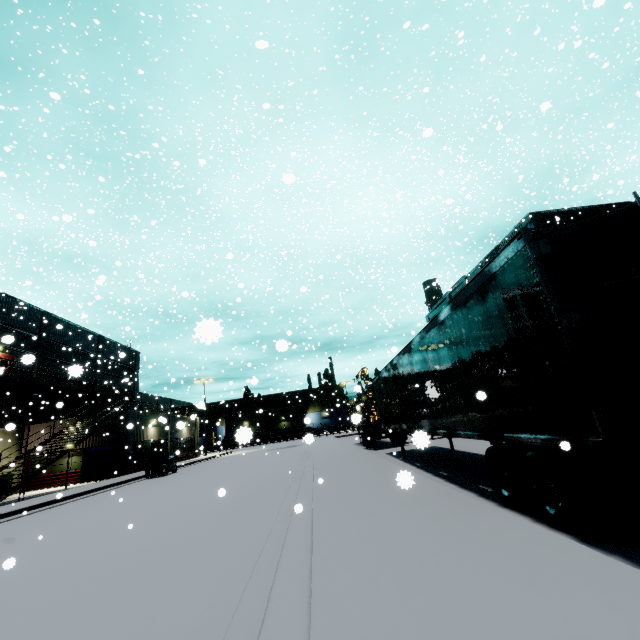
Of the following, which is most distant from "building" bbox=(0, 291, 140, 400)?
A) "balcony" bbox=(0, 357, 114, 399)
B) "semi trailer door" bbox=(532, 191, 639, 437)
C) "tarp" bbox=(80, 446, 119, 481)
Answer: "semi trailer door" bbox=(532, 191, 639, 437)

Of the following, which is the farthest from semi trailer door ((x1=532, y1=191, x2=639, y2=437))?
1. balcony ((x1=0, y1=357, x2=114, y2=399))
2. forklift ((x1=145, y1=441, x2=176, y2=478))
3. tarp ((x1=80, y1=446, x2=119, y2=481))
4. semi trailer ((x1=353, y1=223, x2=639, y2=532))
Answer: tarp ((x1=80, y1=446, x2=119, y2=481))

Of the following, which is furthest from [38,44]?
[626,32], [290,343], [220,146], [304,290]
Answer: [626,32]

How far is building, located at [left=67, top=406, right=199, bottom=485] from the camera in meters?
25.1 m

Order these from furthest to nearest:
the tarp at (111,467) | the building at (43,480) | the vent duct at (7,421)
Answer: the building at (43,480) → the tarp at (111,467) → the vent duct at (7,421)

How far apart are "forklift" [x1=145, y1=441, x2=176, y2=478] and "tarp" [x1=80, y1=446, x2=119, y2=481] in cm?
328

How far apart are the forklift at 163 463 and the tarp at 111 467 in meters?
3.3

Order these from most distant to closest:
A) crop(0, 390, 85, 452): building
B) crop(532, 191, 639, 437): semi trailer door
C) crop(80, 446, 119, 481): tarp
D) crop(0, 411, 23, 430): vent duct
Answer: crop(0, 390, 85, 452): building, crop(80, 446, 119, 481): tarp, crop(0, 411, 23, 430): vent duct, crop(532, 191, 639, 437): semi trailer door
